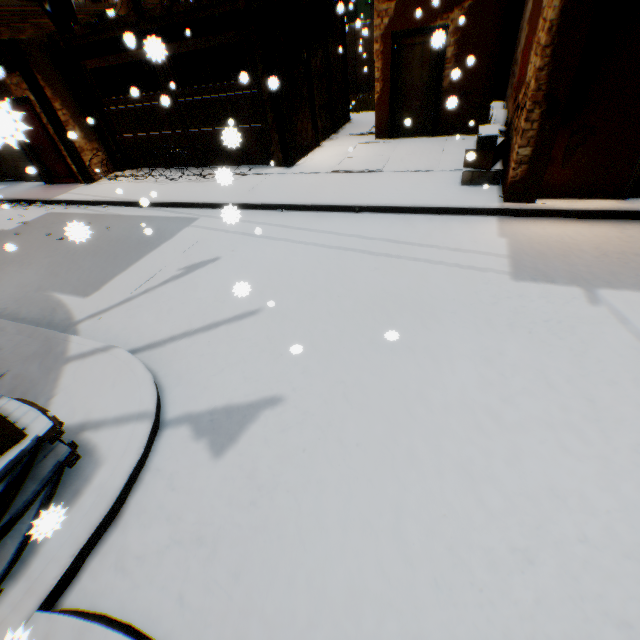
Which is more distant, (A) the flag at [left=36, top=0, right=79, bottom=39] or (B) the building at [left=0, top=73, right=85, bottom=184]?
(A) the flag at [left=36, top=0, right=79, bottom=39]

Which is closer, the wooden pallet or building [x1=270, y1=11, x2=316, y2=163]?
the wooden pallet

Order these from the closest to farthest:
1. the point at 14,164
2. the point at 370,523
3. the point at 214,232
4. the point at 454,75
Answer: the point at 370,523, the point at 454,75, the point at 214,232, the point at 14,164

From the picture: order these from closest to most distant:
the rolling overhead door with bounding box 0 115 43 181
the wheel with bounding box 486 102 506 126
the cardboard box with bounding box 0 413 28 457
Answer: the rolling overhead door with bounding box 0 115 43 181, the cardboard box with bounding box 0 413 28 457, the wheel with bounding box 486 102 506 126

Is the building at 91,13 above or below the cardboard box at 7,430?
above

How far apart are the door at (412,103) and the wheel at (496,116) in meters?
0.4

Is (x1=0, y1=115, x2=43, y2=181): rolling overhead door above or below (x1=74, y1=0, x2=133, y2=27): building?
below

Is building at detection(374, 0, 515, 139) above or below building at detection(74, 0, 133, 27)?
below
